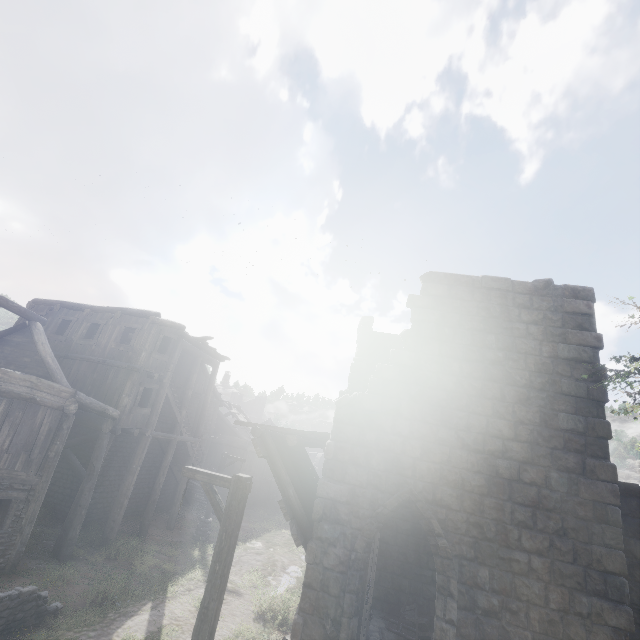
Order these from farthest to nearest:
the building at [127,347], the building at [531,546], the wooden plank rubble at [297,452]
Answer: the building at [127,347], the wooden plank rubble at [297,452], the building at [531,546]

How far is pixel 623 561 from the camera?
6.1 meters

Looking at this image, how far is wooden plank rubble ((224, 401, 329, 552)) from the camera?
7.4m

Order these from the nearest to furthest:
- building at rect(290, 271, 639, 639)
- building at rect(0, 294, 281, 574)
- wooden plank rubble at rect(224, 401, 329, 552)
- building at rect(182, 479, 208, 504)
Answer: building at rect(290, 271, 639, 639), wooden plank rubble at rect(224, 401, 329, 552), building at rect(0, 294, 281, 574), building at rect(182, 479, 208, 504)

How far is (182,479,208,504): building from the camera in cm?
2238

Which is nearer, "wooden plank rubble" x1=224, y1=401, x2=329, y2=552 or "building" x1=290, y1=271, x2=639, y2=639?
"building" x1=290, y1=271, x2=639, y2=639

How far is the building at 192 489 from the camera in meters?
22.4

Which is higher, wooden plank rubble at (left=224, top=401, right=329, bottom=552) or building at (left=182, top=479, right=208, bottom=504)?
wooden plank rubble at (left=224, top=401, right=329, bottom=552)
